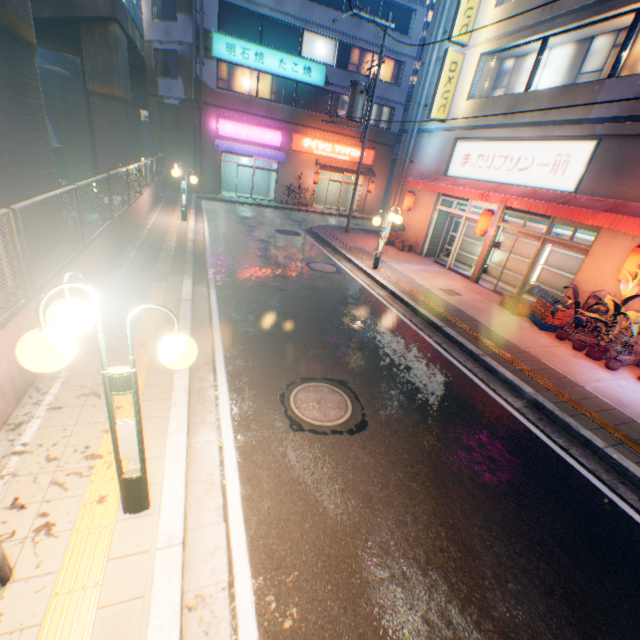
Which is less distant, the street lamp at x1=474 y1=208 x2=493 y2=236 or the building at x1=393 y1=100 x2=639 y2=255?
the building at x1=393 y1=100 x2=639 y2=255

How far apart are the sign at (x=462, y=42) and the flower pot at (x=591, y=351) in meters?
13.1 m

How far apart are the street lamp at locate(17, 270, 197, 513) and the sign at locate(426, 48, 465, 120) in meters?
16.1

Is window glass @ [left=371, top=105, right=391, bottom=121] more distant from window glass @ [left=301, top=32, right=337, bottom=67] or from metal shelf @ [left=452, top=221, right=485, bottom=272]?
metal shelf @ [left=452, top=221, right=485, bottom=272]

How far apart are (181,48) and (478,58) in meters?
18.2 m

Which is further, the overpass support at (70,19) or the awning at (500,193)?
the awning at (500,193)

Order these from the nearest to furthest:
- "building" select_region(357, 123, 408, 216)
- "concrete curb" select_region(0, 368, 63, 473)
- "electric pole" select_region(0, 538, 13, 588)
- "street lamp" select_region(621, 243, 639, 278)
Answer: "electric pole" select_region(0, 538, 13, 588), "concrete curb" select_region(0, 368, 63, 473), "street lamp" select_region(621, 243, 639, 278), "building" select_region(357, 123, 408, 216)

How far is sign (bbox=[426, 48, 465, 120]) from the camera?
13.5m
